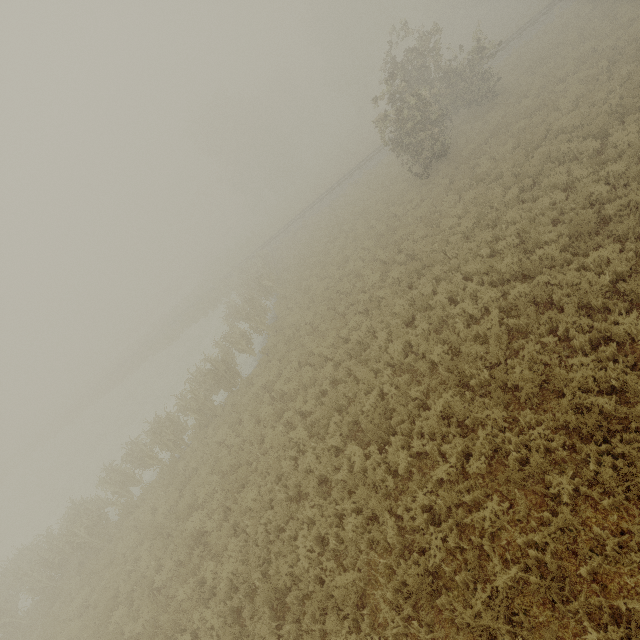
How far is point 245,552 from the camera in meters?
9.1
